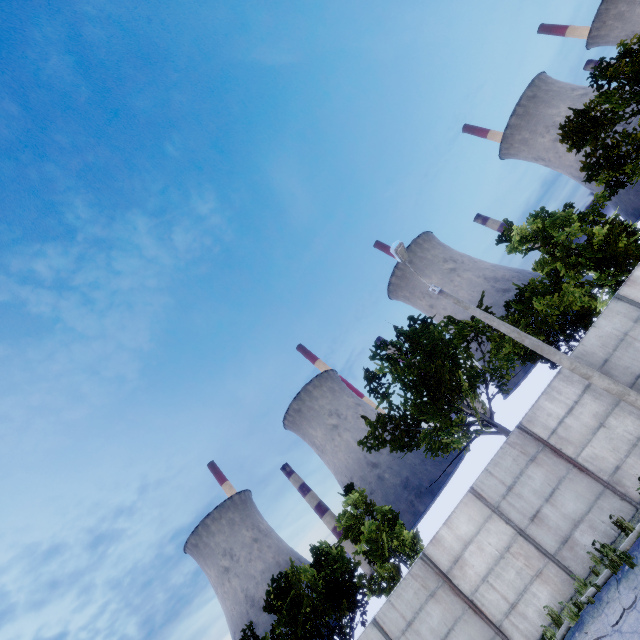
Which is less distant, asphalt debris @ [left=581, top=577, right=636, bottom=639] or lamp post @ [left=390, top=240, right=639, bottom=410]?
asphalt debris @ [left=581, top=577, right=636, bottom=639]

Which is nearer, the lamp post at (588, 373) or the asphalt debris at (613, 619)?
the asphalt debris at (613, 619)

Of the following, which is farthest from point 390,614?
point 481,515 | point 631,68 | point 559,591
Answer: point 631,68

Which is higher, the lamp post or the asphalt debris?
the lamp post

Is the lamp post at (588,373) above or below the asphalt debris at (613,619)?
above
